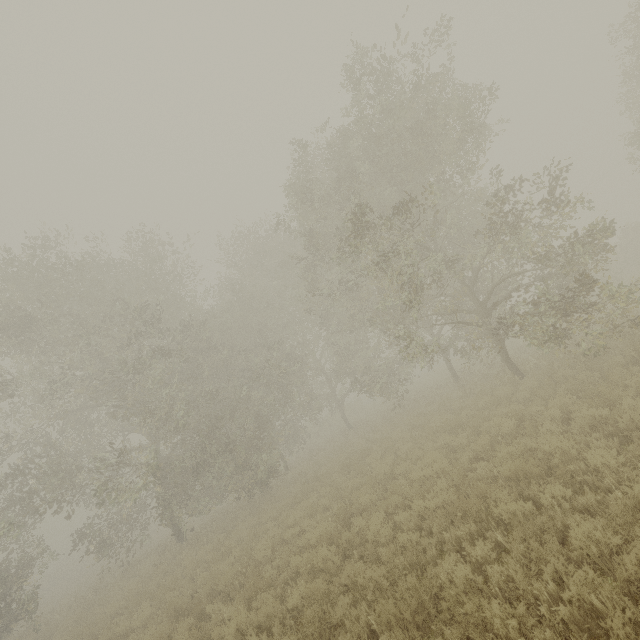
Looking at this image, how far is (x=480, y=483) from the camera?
6.42m
